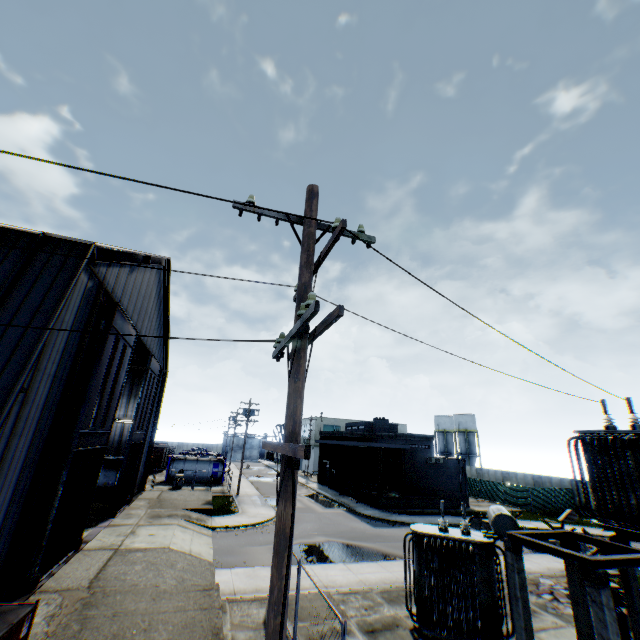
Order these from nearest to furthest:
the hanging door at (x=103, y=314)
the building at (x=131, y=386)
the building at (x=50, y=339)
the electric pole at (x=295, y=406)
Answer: the electric pole at (x=295, y=406), the building at (x=50, y=339), the hanging door at (x=103, y=314), the building at (x=131, y=386)

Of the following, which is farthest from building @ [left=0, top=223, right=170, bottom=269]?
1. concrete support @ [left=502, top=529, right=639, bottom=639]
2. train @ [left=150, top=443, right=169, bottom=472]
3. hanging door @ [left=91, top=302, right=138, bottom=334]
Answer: train @ [left=150, top=443, right=169, bottom=472]

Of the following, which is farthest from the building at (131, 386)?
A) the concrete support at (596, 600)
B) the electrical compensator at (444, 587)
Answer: the concrete support at (596, 600)

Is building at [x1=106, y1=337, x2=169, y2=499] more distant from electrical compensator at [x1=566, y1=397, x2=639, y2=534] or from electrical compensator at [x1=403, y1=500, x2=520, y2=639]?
electrical compensator at [x1=566, y1=397, x2=639, y2=534]

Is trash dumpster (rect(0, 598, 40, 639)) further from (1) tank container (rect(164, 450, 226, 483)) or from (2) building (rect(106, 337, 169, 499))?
(1) tank container (rect(164, 450, 226, 483))

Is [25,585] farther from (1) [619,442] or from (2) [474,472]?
(2) [474,472]

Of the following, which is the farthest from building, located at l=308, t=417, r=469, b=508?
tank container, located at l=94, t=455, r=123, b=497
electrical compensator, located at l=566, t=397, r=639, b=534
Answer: electrical compensator, located at l=566, t=397, r=639, b=534

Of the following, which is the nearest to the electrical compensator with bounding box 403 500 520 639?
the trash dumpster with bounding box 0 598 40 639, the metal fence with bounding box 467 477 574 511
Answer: the metal fence with bounding box 467 477 574 511
